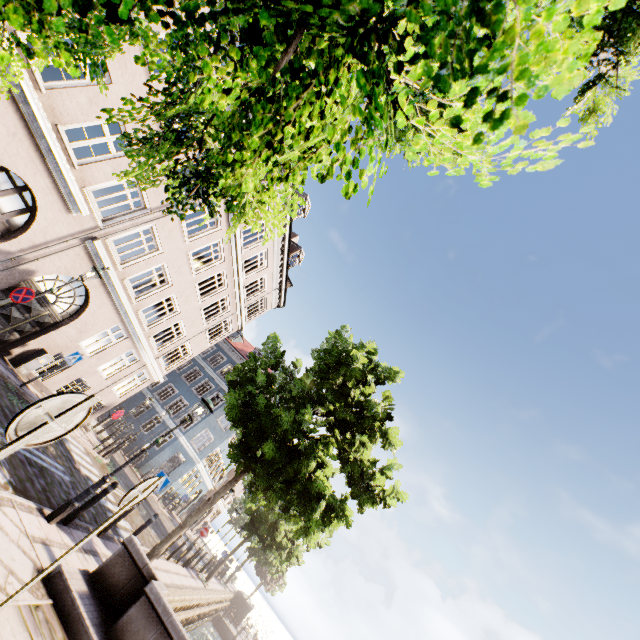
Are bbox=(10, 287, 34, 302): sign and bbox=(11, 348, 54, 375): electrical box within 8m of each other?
yes

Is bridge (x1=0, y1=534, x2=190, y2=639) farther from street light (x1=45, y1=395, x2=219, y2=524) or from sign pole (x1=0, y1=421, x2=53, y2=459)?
street light (x1=45, y1=395, x2=219, y2=524)

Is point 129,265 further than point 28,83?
Yes

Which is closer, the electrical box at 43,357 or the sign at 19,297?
the sign at 19,297

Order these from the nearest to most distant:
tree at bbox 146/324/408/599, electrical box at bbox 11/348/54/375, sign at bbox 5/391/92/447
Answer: sign at bbox 5/391/92/447 → tree at bbox 146/324/408/599 → electrical box at bbox 11/348/54/375

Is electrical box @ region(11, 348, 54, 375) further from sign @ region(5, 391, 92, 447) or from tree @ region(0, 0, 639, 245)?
sign @ region(5, 391, 92, 447)

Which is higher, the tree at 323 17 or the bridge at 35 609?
the tree at 323 17

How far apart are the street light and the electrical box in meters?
8.4
